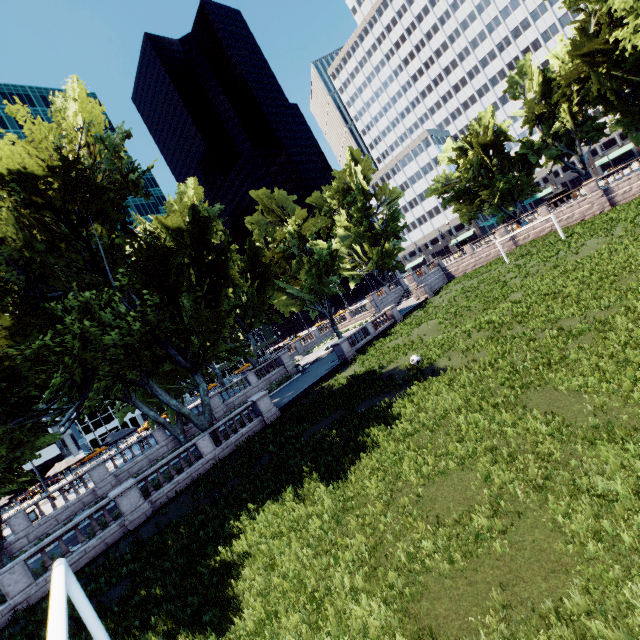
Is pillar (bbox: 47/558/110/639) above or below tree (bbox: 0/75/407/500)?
below

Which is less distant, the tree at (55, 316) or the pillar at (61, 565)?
the pillar at (61, 565)

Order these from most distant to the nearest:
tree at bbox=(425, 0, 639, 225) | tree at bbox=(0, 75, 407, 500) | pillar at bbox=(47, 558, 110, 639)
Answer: tree at bbox=(425, 0, 639, 225)
tree at bbox=(0, 75, 407, 500)
pillar at bbox=(47, 558, 110, 639)

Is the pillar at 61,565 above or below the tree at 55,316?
below

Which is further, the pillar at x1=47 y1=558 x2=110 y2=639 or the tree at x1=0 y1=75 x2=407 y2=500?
the tree at x1=0 y1=75 x2=407 y2=500

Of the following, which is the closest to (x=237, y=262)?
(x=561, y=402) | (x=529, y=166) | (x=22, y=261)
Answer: (x=22, y=261)
